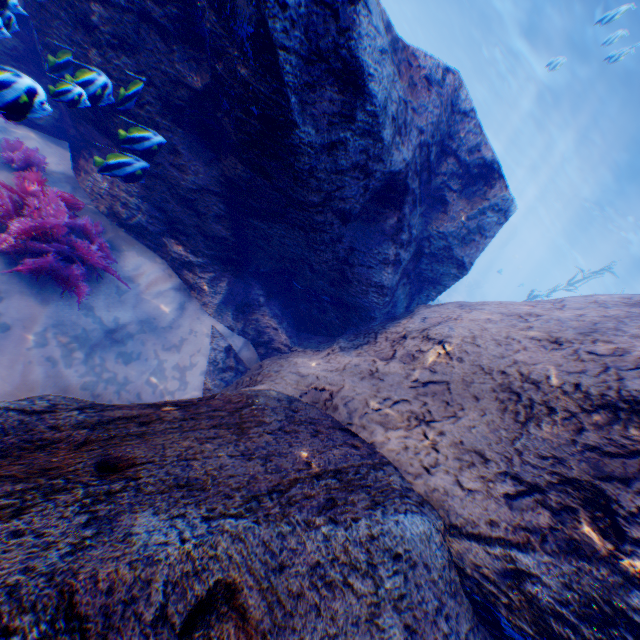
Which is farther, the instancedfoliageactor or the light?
the light

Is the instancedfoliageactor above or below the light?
below

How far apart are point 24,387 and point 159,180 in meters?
2.7 m

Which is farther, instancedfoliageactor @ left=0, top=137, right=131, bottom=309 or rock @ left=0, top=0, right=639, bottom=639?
instancedfoliageactor @ left=0, top=137, right=131, bottom=309

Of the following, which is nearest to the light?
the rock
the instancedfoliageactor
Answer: the rock

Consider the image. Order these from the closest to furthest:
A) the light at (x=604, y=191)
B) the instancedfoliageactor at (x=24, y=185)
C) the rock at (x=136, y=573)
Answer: the rock at (x=136, y=573)
the instancedfoliageactor at (x=24, y=185)
the light at (x=604, y=191)

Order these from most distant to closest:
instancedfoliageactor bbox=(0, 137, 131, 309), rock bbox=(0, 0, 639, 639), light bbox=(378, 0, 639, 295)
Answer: light bbox=(378, 0, 639, 295) → instancedfoliageactor bbox=(0, 137, 131, 309) → rock bbox=(0, 0, 639, 639)

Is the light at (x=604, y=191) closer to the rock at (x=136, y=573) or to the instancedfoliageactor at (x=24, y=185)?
the rock at (x=136, y=573)
